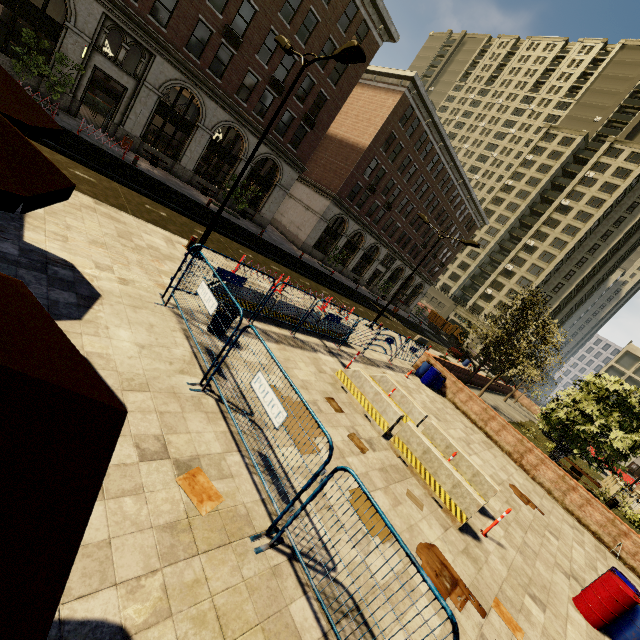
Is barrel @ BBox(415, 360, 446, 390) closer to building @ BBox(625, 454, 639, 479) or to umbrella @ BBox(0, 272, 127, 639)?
umbrella @ BBox(0, 272, 127, 639)

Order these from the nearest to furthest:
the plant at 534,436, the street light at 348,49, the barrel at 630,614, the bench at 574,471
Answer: the barrel at 630,614 → the street light at 348,49 → the bench at 574,471 → the plant at 534,436

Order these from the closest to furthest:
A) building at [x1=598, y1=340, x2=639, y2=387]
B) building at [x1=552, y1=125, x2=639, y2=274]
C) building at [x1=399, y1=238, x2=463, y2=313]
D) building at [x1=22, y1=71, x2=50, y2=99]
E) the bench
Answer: building at [x1=22, y1=71, x2=50, y2=99], the bench, building at [x1=598, y1=340, x2=639, y2=387], building at [x1=399, y1=238, x2=463, y2=313], building at [x1=552, y1=125, x2=639, y2=274]

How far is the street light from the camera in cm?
878

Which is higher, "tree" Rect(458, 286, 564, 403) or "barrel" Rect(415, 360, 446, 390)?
"tree" Rect(458, 286, 564, 403)

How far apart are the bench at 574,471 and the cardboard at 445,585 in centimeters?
2054cm

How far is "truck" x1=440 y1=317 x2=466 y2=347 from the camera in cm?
5790

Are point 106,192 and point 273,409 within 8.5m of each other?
no
